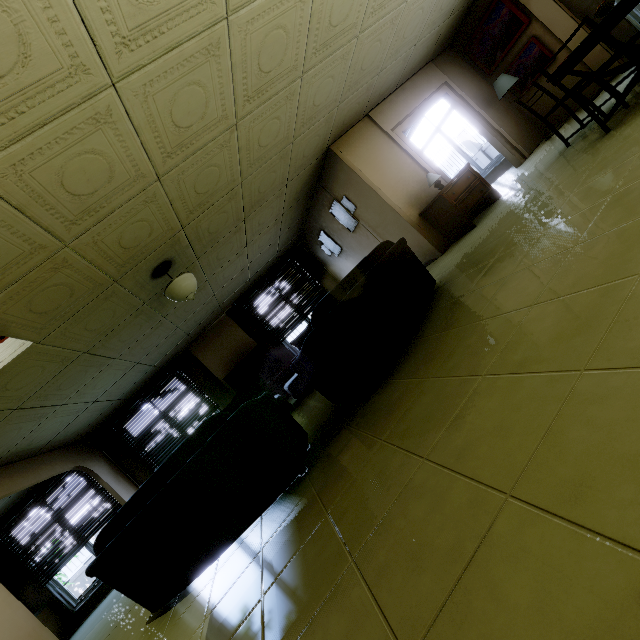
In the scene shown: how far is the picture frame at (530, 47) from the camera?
5.8 meters

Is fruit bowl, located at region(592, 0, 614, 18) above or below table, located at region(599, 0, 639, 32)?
above

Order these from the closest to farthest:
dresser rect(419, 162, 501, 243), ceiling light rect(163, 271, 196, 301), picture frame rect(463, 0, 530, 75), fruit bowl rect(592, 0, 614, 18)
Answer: fruit bowl rect(592, 0, 614, 18) → ceiling light rect(163, 271, 196, 301) → dresser rect(419, 162, 501, 243) → picture frame rect(463, 0, 530, 75)

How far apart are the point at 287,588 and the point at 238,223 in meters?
4.8

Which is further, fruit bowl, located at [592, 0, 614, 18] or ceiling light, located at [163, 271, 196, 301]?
ceiling light, located at [163, 271, 196, 301]

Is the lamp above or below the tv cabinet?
above

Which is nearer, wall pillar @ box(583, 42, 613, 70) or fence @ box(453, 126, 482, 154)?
wall pillar @ box(583, 42, 613, 70)

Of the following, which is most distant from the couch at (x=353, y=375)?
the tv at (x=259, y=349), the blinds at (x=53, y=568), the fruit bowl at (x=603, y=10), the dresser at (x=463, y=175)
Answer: the blinds at (x=53, y=568)
